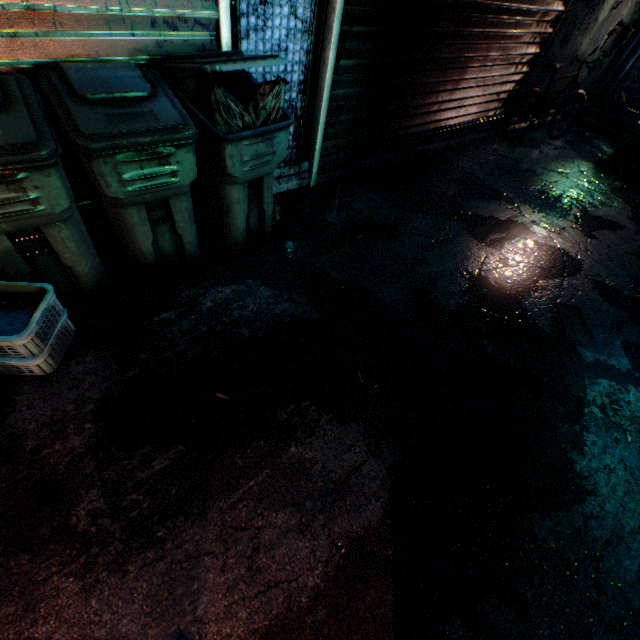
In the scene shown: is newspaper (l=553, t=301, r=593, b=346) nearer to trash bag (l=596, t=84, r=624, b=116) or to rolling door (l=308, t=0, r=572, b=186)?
rolling door (l=308, t=0, r=572, b=186)

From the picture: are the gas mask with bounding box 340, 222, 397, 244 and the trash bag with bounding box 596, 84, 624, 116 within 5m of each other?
no

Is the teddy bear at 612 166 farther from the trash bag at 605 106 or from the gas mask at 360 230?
the gas mask at 360 230

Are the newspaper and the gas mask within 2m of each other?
yes

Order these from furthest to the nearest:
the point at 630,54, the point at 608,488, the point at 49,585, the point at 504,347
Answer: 1. the point at 630,54
2. the point at 504,347
3. the point at 608,488
4. the point at 49,585

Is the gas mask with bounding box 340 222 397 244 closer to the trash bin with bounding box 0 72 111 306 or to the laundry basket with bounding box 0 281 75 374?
the trash bin with bounding box 0 72 111 306

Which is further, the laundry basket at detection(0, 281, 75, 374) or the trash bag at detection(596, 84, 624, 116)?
the trash bag at detection(596, 84, 624, 116)

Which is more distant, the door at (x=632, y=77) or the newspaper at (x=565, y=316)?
the door at (x=632, y=77)
